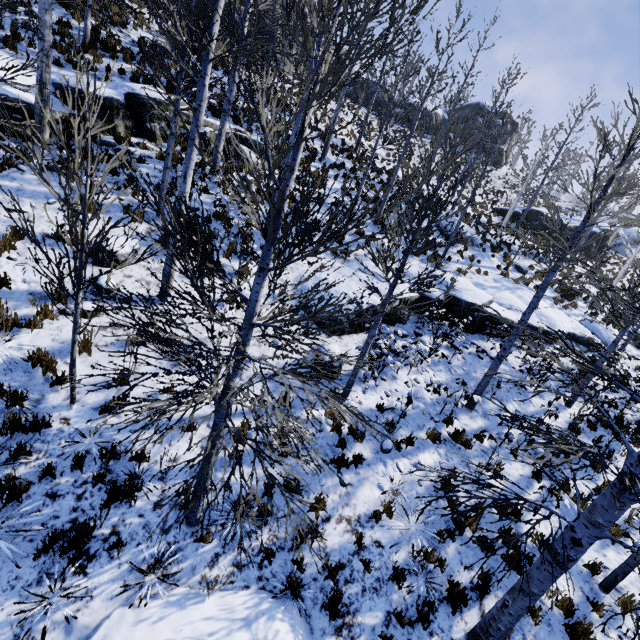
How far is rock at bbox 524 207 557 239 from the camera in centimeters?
2692cm

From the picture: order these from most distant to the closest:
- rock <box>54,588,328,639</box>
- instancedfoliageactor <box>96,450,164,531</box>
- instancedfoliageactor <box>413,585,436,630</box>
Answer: instancedfoliageactor <box>413,585,436,630</box> < instancedfoliageactor <box>96,450,164,531</box> < rock <box>54,588,328,639</box>

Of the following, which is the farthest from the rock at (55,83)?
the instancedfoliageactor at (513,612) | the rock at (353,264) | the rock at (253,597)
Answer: the rock at (253,597)

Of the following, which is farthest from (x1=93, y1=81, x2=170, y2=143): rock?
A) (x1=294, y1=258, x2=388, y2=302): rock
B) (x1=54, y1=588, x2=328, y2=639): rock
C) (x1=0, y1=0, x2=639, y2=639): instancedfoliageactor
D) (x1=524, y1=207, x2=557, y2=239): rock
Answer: (x1=524, y1=207, x2=557, y2=239): rock

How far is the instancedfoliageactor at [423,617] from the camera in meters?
5.3 m

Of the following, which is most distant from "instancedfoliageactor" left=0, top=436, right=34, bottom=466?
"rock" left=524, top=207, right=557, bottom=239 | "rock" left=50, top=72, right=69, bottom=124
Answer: "rock" left=524, top=207, right=557, bottom=239

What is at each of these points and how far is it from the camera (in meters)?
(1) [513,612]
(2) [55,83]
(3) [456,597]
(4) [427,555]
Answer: (1) instancedfoliageactor, 4.81
(2) rock, 10.19
(3) instancedfoliageactor, 5.61
(4) instancedfoliageactor, 6.01

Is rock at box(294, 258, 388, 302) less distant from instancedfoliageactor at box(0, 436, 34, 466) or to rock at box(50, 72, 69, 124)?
instancedfoliageactor at box(0, 436, 34, 466)
